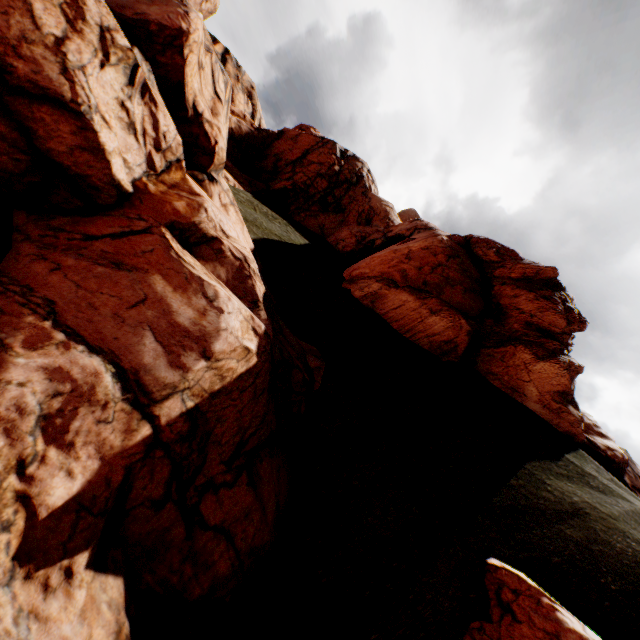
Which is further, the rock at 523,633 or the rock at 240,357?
the rock at 523,633

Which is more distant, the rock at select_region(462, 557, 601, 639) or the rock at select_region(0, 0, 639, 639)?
the rock at select_region(462, 557, 601, 639)

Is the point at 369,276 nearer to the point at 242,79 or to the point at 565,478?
the point at 565,478
